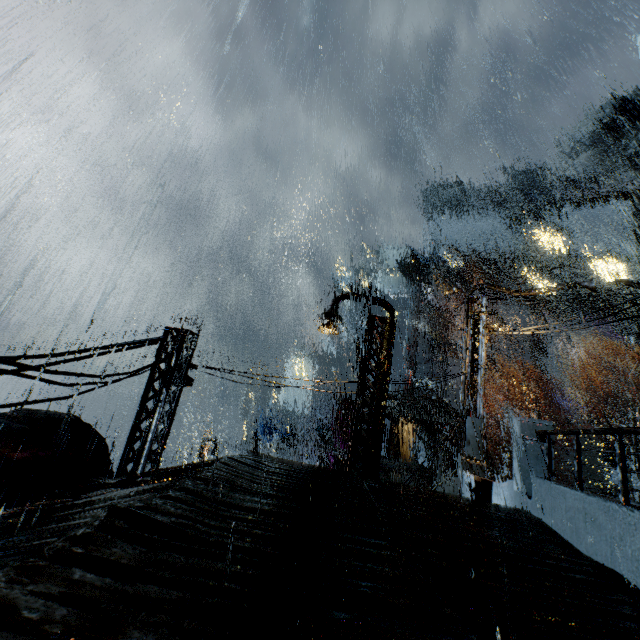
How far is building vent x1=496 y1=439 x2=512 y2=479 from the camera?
42.5m

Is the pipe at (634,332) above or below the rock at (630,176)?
below

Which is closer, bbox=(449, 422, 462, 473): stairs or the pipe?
bbox=(449, 422, 462, 473): stairs

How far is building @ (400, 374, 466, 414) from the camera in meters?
15.5

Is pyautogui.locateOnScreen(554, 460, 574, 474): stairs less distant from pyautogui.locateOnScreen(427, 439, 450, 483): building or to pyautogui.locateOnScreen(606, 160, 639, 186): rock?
pyautogui.locateOnScreen(427, 439, 450, 483): building

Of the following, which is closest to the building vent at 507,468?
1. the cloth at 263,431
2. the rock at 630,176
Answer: the cloth at 263,431

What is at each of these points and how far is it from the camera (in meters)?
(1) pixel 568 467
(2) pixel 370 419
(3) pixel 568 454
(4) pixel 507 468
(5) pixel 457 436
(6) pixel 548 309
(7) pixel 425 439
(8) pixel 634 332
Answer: (1) stairs, 35.81
(2) street light, 11.38
(3) stairs, 37.19
(4) building vent, 43.22
(5) stairs, 46.22
(6) building, 51.25
(7) building, 36.69
(8) pipe, 44.22

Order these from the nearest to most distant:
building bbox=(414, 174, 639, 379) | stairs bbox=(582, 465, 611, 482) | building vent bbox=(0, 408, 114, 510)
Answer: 1. building vent bbox=(0, 408, 114, 510)
2. building bbox=(414, 174, 639, 379)
3. stairs bbox=(582, 465, 611, 482)
